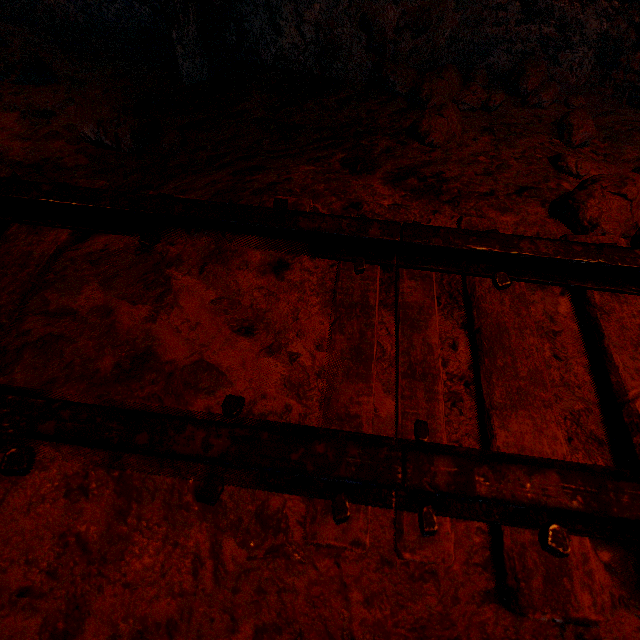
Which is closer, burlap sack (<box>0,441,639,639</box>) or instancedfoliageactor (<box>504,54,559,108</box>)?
burlap sack (<box>0,441,639,639</box>)

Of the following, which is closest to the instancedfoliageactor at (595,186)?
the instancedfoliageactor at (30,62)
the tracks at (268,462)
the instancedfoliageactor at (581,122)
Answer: the tracks at (268,462)

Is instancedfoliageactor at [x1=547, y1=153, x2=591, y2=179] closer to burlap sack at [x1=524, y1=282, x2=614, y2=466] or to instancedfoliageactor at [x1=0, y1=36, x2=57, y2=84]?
burlap sack at [x1=524, y1=282, x2=614, y2=466]

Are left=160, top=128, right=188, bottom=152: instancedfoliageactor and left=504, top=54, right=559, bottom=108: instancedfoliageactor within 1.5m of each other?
no

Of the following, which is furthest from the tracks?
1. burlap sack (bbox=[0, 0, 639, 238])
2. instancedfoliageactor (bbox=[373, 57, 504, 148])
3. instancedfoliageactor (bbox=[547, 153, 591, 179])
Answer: instancedfoliageactor (bbox=[373, 57, 504, 148])

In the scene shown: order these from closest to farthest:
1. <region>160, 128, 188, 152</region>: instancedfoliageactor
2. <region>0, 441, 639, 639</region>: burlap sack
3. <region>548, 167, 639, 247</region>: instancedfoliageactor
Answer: <region>0, 441, 639, 639</region>: burlap sack < <region>548, 167, 639, 247</region>: instancedfoliageactor < <region>160, 128, 188, 152</region>: instancedfoliageactor

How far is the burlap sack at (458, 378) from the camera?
0.9 meters

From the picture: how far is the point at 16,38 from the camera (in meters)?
2.17
